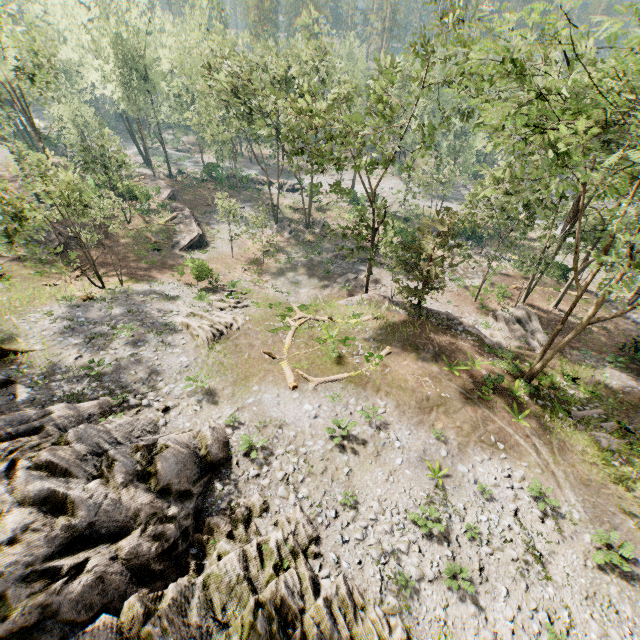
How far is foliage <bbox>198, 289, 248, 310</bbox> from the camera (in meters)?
23.97

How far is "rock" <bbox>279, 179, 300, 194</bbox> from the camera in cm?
5202

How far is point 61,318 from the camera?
20.00m

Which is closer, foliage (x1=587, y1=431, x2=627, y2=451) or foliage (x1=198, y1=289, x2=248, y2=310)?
foliage (x1=587, y1=431, x2=627, y2=451)

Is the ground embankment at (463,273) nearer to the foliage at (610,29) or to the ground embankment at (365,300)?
the foliage at (610,29)

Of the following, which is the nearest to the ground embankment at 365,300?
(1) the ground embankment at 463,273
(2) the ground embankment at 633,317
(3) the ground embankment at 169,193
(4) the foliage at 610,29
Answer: (4) the foliage at 610,29

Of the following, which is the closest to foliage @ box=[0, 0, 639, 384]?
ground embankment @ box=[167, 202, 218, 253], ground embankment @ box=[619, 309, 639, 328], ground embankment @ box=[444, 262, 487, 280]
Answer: ground embankment @ box=[444, 262, 487, 280]
